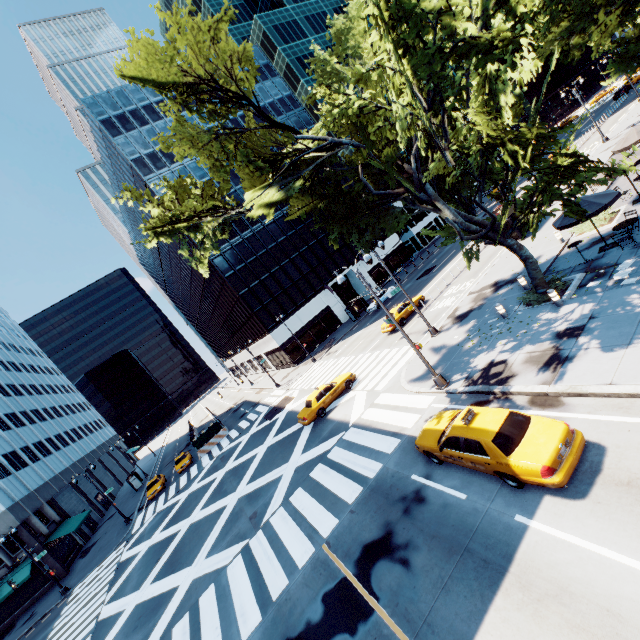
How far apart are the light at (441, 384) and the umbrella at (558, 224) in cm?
952

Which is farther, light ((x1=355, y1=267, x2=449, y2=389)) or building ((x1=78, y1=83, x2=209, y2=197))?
building ((x1=78, y1=83, x2=209, y2=197))

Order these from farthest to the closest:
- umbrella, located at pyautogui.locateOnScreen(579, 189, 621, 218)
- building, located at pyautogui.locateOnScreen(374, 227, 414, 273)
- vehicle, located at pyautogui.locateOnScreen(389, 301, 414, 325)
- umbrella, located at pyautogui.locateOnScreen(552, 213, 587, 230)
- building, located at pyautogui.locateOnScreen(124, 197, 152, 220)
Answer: building, located at pyautogui.locateOnScreen(374, 227, 414, 273), building, located at pyautogui.locateOnScreen(124, 197, 152, 220), vehicle, located at pyautogui.locateOnScreen(389, 301, 414, 325), umbrella, located at pyautogui.locateOnScreen(552, 213, 587, 230), umbrella, located at pyautogui.locateOnScreen(579, 189, 621, 218)

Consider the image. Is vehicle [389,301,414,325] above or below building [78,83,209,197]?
below

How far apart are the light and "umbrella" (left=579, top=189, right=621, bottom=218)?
9.52m

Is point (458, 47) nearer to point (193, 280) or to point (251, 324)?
point (251, 324)
